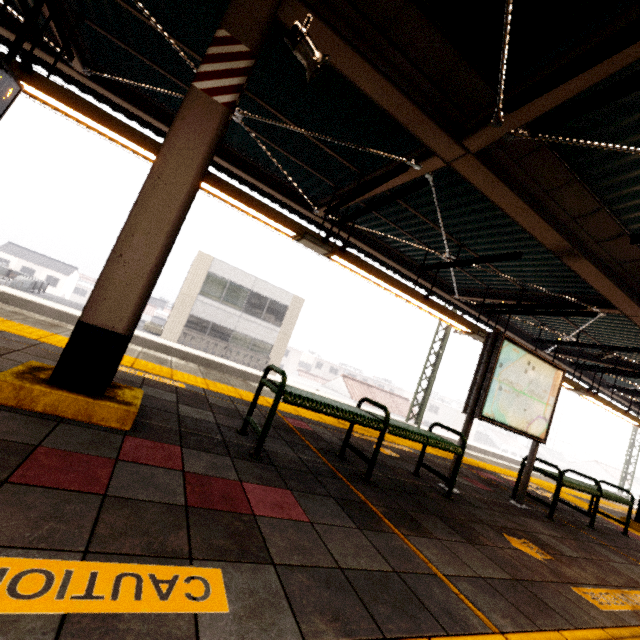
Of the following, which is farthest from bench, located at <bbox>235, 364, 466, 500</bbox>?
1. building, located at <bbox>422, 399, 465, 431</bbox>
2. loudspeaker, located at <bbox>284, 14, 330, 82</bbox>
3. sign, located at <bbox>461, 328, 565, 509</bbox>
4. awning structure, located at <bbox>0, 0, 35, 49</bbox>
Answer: building, located at <bbox>422, 399, 465, 431</bbox>

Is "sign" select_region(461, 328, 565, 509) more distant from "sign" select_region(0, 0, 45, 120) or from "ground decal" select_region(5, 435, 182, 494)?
"sign" select_region(0, 0, 45, 120)

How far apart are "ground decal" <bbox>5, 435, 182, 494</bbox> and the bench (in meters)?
0.46

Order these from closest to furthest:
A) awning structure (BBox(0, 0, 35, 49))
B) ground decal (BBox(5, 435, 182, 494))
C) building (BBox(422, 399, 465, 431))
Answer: ground decal (BBox(5, 435, 182, 494))
awning structure (BBox(0, 0, 35, 49))
building (BBox(422, 399, 465, 431))

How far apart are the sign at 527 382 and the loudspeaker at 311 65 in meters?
3.5

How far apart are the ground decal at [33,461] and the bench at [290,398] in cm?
46

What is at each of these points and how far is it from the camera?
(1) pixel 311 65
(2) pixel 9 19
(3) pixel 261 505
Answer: (1) loudspeaker, 2.8 meters
(2) awning structure, 5.2 meters
(3) ground decal, 1.9 meters

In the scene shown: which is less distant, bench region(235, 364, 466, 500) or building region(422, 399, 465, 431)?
bench region(235, 364, 466, 500)
